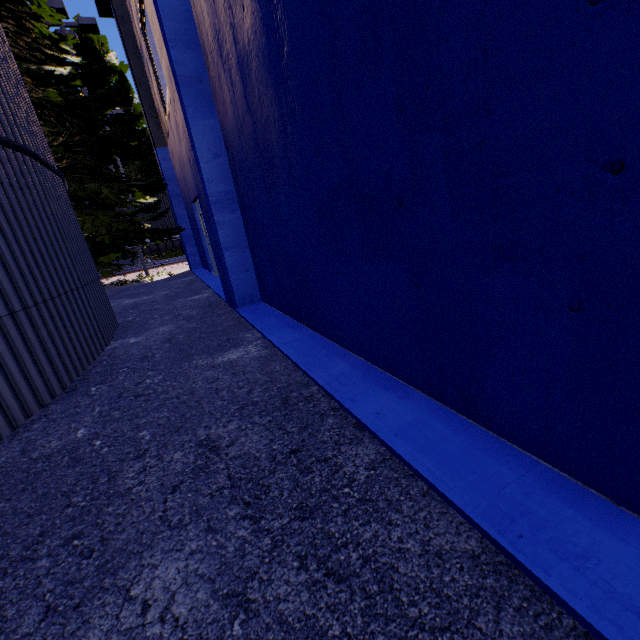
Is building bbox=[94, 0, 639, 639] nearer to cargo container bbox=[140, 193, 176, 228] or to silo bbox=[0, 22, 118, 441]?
silo bbox=[0, 22, 118, 441]

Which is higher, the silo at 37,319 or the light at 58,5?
the light at 58,5

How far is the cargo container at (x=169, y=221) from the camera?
19.7m

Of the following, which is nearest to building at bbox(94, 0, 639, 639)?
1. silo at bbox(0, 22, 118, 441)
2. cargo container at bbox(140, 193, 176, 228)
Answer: silo at bbox(0, 22, 118, 441)

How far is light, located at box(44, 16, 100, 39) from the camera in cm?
1220

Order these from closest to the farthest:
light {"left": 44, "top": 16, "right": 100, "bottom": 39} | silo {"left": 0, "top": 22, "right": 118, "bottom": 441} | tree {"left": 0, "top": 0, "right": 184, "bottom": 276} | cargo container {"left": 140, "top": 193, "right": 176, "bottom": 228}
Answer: silo {"left": 0, "top": 22, "right": 118, "bottom": 441} → tree {"left": 0, "top": 0, "right": 184, "bottom": 276} → light {"left": 44, "top": 16, "right": 100, "bottom": 39} → cargo container {"left": 140, "top": 193, "right": 176, "bottom": 228}

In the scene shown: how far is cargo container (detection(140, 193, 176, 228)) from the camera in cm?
1967

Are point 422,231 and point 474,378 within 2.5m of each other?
yes
